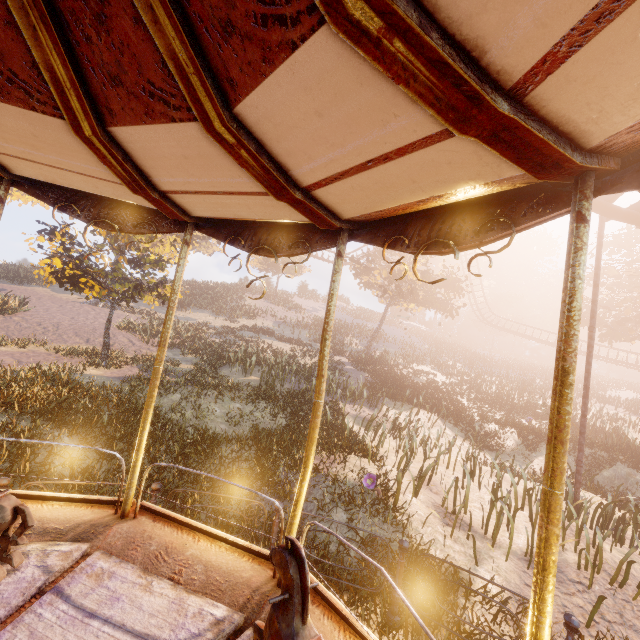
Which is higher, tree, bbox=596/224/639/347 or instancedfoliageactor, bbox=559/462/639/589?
tree, bbox=596/224/639/347

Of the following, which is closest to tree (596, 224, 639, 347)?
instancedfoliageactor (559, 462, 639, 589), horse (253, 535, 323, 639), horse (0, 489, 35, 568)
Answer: instancedfoliageactor (559, 462, 639, 589)

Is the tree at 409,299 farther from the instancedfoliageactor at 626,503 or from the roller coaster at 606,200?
the instancedfoliageactor at 626,503

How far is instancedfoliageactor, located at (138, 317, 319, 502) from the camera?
7.70m

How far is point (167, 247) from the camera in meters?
14.5 m

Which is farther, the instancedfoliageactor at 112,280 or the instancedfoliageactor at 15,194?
the instancedfoliageactor at 15,194

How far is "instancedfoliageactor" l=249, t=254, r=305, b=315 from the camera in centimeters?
4736cm
